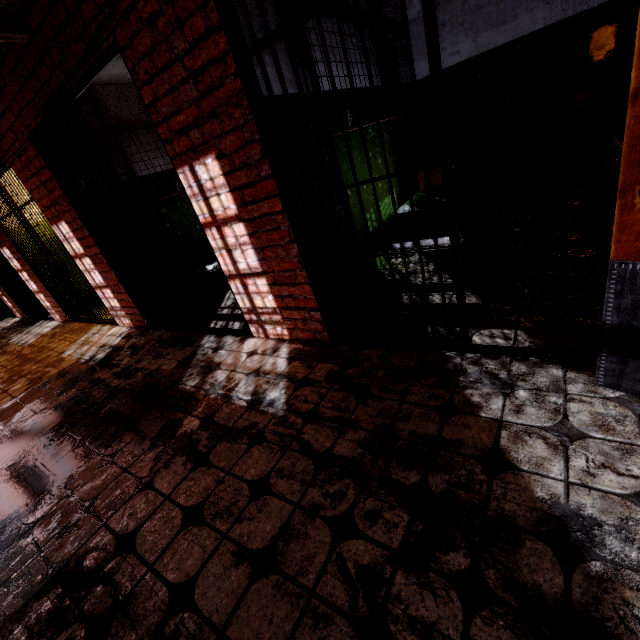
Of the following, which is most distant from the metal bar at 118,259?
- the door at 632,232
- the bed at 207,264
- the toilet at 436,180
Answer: the toilet at 436,180

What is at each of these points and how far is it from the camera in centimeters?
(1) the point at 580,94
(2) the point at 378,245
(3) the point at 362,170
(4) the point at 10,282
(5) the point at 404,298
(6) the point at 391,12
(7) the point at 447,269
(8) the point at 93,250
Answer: (1) sink, 336cm
(2) bed, 276cm
(3) building, 335cm
(4) metal bar, 702cm
(5) building, 293cm
(6) building, 383cm
(7) building, 319cm
(8) building, 399cm

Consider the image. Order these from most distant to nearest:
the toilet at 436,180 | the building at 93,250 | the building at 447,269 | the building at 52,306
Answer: the building at 52,306
the toilet at 436,180
the building at 93,250
the building at 447,269

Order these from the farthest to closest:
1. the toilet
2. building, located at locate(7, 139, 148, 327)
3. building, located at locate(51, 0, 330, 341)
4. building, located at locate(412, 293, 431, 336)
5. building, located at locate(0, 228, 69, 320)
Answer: building, located at locate(0, 228, 69, 320)
the toilet
building, located at locate(7, 139, 148, 327)
building, located at locate(412, 293, 431, 336)
building, located at locate(51, 0, 330, 341)

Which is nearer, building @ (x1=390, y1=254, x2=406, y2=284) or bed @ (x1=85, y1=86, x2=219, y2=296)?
building @ (x1=390, y1=254, x2=406, y2=284)

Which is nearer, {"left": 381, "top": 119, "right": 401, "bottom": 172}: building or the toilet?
{"left": 381, "top": 119, "right": 401, "bottom": 172}: building

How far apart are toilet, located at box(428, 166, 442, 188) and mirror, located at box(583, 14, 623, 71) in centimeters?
148cm

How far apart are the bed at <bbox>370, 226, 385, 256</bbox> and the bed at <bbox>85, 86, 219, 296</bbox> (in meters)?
2.04
